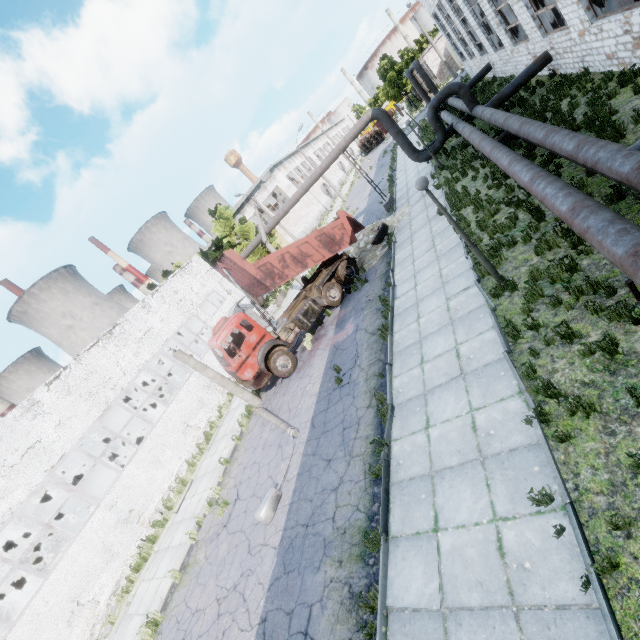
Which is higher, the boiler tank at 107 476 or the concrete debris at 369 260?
the boiler tank at 107 476

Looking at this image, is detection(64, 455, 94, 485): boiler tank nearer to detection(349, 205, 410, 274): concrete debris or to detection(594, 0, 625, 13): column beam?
detection(349, 205, 410, 274): concrete debris

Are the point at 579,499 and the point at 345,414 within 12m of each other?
yes

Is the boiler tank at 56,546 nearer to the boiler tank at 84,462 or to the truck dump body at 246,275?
the boiler tank at 84,462

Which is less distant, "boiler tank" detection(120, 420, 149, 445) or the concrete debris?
the concrete debris

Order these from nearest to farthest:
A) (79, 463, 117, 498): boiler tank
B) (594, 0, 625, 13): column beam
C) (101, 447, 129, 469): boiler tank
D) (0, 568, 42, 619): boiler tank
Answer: (594, 0, 625, 13): column beam → (0, 568, 42, 619): boiler tank → (101, 447, 129, 469): boiler tank → (79, 463, 117, 498): boiler tank

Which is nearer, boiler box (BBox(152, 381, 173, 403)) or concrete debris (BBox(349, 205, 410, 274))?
concrete debris (BBox(349, 205, 410, 274))

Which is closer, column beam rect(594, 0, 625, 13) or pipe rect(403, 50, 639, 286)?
pipe rect(403, 50, 639, 286)
